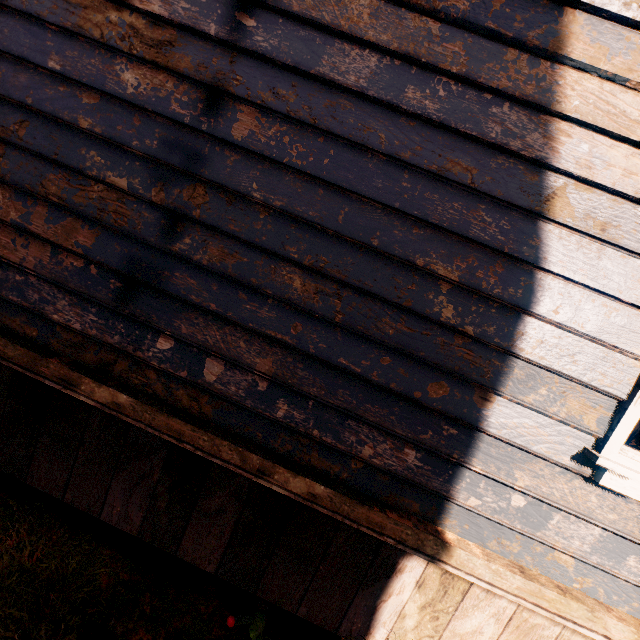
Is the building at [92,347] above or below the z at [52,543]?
above

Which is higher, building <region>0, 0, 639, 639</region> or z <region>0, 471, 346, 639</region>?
building <region>0, 0, 639, 639</region>

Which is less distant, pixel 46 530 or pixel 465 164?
pixel 465 164
